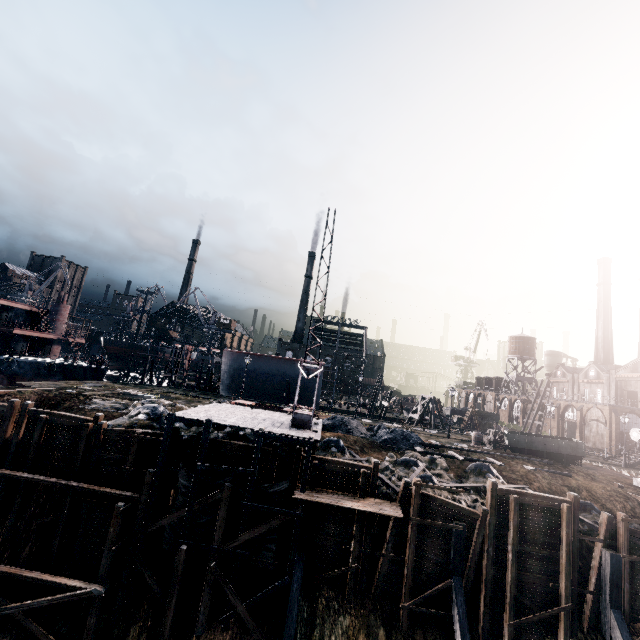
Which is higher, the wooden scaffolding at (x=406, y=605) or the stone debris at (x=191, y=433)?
the stone debris at (x=191, y=433)

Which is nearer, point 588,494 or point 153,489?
point 153,489

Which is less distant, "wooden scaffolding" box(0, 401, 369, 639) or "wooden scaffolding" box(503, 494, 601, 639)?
"wooden scaffolding" box(0, 401, 369, 639)

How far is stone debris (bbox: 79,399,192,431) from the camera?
21.5 meters

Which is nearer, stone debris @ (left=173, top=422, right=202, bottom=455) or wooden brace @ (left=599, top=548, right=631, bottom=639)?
wooden brace @ (left=599, top=548, right=631, bottom=639)

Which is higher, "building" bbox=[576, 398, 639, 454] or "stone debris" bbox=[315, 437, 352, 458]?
"building" bbox=[576, 398, 639, 454]

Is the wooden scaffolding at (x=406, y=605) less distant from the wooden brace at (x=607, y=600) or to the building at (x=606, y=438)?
the wooden brace at (x=607, y=600)

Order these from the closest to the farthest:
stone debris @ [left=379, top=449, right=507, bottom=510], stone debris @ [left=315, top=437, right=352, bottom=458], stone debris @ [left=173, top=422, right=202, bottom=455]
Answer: stone debris @ [left=379, top=449, right=507, bottom=510], stone debris @ [left=173, top=422, right=202, bottom=455], stone debris @ [left=315, top=437, right=352, bottom=458]
